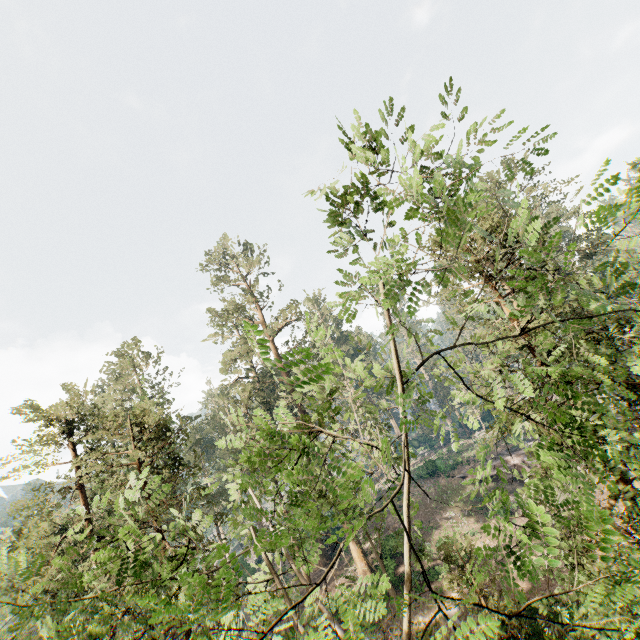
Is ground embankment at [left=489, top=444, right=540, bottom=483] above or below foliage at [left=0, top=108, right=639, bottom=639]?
below

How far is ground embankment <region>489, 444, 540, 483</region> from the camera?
35.84m

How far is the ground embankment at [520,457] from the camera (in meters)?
35.84

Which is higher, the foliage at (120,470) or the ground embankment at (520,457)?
the foliage at (120,470)

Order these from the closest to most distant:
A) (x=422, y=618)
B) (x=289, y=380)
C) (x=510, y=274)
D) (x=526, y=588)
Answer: (x=510, y=274) < (x=289, y=380) < (x=526, y=588) < (x=422, y=618)

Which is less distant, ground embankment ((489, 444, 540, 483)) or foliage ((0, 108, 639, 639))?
foliage ((0, 108, 639, 639))
